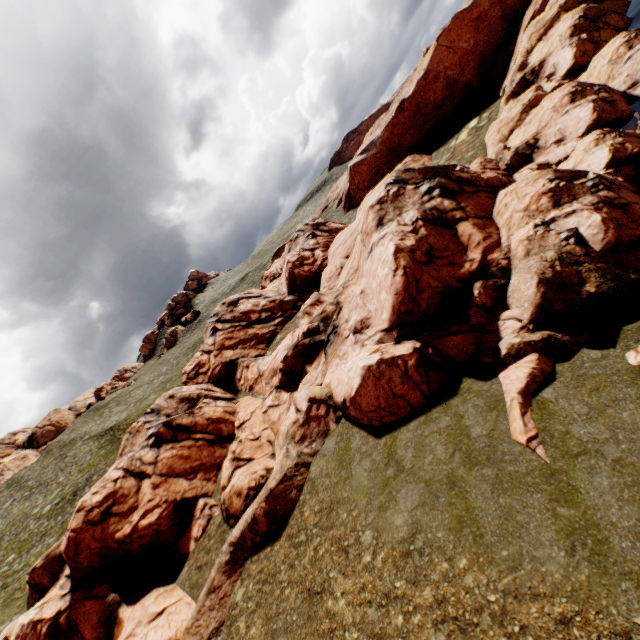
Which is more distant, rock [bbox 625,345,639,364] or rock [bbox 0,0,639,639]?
rock [bbox 0,0,639,639]

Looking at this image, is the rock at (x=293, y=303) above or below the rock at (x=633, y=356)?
above

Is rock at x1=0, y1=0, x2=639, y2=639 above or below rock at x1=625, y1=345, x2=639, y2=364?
above

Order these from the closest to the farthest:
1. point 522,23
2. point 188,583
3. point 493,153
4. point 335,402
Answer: point 188,583, point 335,402, point 493,153, point 522,23

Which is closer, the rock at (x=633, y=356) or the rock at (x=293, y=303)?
the rock at (x=633, y=356)
